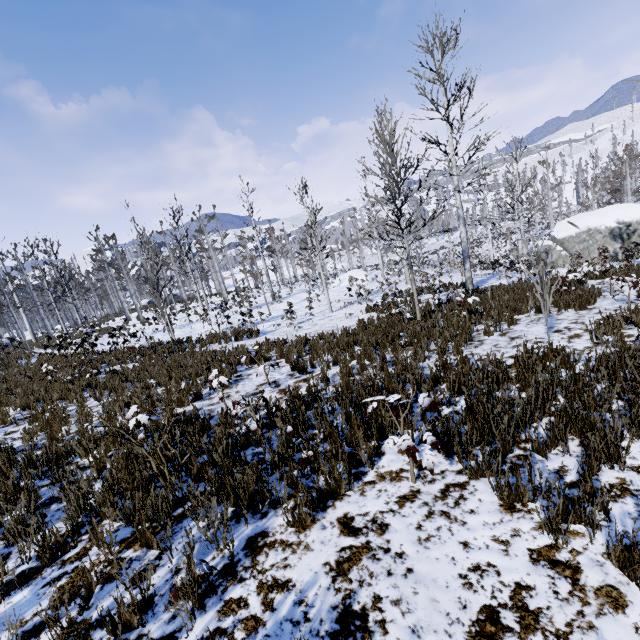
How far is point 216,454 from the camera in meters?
4.0 m

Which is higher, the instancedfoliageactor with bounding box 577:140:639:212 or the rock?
the instancedfoliageactor with bounding box 577:140:639:212

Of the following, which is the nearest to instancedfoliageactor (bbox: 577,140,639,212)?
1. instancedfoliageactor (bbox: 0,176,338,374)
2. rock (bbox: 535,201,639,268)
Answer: rock (bbox: 535,201,639,268)

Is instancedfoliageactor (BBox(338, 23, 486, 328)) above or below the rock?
above

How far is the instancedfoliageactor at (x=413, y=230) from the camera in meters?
9.0 m

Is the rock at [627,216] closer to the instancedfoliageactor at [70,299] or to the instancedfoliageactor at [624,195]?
the instancedfoliageactor at [624,195]

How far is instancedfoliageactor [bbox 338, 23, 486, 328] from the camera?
8.99m

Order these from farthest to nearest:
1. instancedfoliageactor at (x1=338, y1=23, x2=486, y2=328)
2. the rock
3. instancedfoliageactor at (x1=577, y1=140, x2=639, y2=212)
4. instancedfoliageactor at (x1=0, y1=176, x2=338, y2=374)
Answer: instancedfoliageactor at (x1=577, y1=140, x2=639, y2=212) < the rock < instancedfoliageactor at (x1=0, y1=176, x2=338, y2=374) < instancedfoliageactor at (x1=338, y1=23, x2=486, y2=328)
